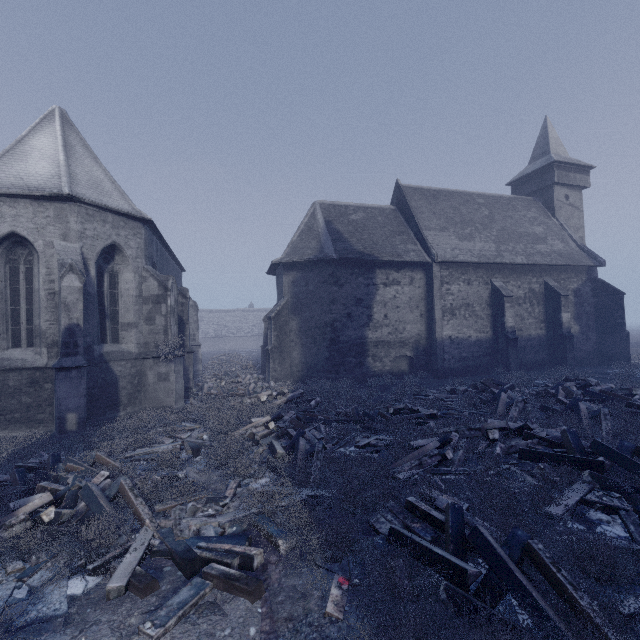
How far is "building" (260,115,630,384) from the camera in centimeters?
1825cm

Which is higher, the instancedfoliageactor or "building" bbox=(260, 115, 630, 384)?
"building" bbox=(260, 115, 630, 384)

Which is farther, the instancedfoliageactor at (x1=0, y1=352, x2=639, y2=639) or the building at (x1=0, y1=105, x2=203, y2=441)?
the building at (x1=0, y1=105, x2=203, y2=441)

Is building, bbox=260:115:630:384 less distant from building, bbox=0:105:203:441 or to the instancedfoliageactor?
building, bbox=0:105:203:441

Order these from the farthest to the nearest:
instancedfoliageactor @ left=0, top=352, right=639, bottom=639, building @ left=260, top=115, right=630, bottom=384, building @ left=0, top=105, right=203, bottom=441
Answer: building @ left=260, top=115, right=630, bottom=384 → building @ left=0, top=105, right=203, bottom=441 → instancedfoliageactor @ left=0, top=352, right=639, bottom=639

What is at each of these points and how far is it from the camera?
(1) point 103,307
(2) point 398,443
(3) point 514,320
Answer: (1) building, 11.41m
(2) instancedfoliageactor, 7.84m
(3) building, 19.09m

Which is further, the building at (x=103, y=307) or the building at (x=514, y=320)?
the building at (x=514, y=320)

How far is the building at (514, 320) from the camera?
18.25m
